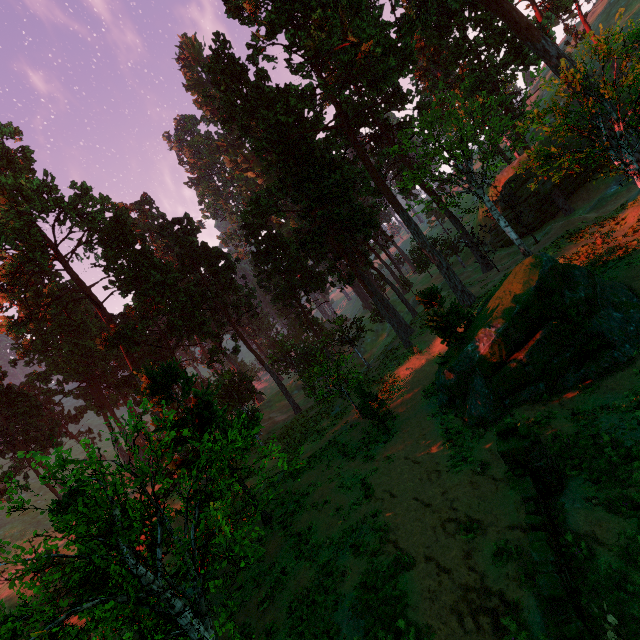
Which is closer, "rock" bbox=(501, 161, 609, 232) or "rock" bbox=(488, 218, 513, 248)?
"rock" bbox=(501, 161, 609, 232)

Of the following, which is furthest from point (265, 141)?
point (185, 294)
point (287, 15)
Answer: point (185, 294)

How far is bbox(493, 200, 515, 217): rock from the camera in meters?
39.6 m

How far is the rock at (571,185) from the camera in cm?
3459

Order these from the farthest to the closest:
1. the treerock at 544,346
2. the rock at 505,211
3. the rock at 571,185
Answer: the rock at 505,211 → the rock at 571,185 → the treerock at 544,346
